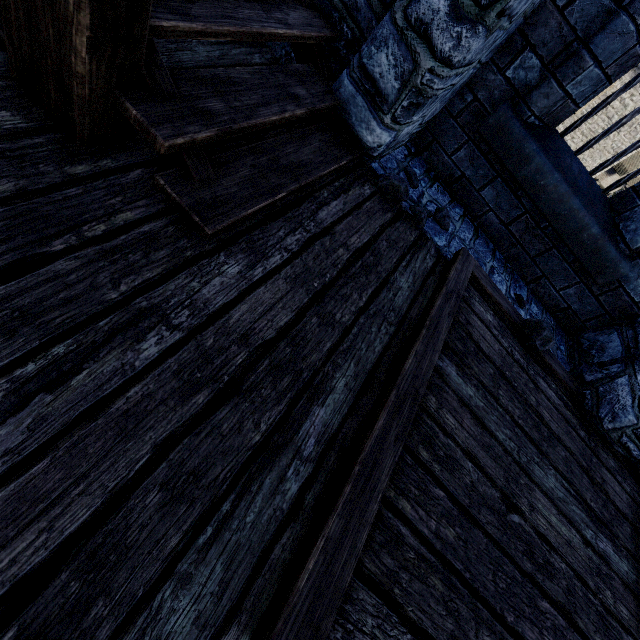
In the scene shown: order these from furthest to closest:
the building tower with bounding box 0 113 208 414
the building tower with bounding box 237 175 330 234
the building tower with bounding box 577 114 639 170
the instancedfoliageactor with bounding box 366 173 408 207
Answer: the building tower with bounding box 577 114 639 170 < the instancedfoliageactor with bounding box 366 173 408 207 < the building tower with bounding box 237 175 330 234 < the building tower with bounding box 0 113 208 414

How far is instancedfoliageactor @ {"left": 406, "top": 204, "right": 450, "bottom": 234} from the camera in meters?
2.7 m

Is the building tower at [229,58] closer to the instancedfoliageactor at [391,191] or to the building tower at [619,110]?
the instancedfoliageactor at [391,191]

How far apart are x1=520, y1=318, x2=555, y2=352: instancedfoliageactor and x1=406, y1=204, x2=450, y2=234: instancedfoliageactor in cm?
107

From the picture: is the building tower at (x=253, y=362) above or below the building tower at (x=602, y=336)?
below

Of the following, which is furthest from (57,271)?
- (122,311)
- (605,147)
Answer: (605,147)

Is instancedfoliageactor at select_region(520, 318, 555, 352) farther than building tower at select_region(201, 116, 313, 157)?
Yes

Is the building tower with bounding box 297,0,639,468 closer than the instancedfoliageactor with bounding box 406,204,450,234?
Yes
